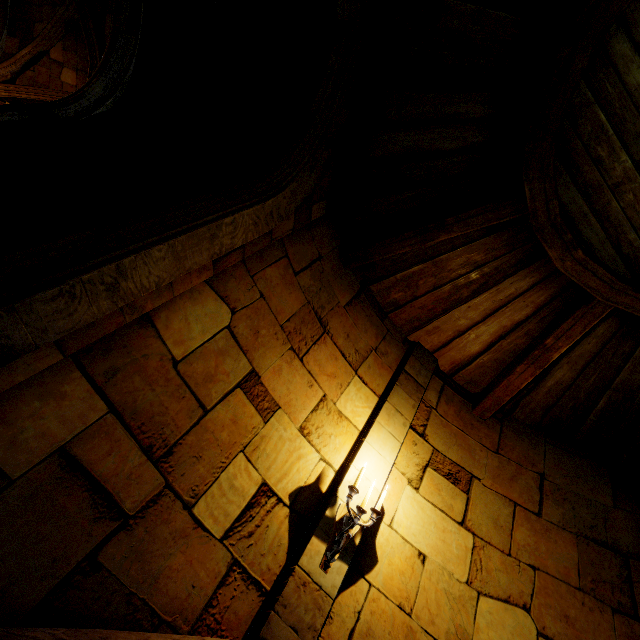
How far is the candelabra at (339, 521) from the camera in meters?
3.1

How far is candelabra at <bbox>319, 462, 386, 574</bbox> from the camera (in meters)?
3.08

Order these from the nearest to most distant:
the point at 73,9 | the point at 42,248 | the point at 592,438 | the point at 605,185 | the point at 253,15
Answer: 1. the point at 42,248
2. the point at 605,185
3. the point at 253,15
4. the point at 592,438
5. the point at 73,9
